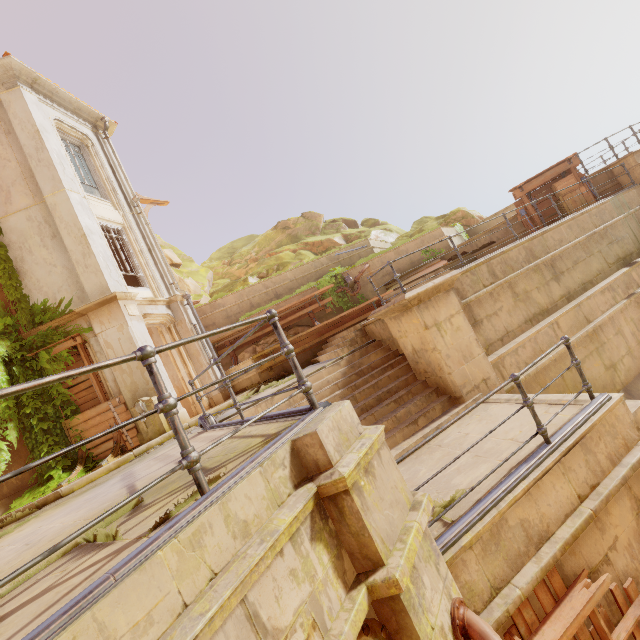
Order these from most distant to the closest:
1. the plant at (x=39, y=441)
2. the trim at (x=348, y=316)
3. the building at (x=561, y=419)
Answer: the trim at (x=348, y=316) < the plant at (x=39, y=441) < the building at (x=561, y=419)

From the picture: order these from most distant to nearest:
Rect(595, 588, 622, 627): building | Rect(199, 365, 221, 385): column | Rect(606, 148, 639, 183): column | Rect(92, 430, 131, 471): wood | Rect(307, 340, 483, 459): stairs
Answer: Rect(199, 365, 221, 385): column
Rect(606, 148, 639, 183): column
Rect(92, 430, 131, 471): wood
Rect(307, 340, 483, 459): stairs
Rect(595, 588, 622, 627): building

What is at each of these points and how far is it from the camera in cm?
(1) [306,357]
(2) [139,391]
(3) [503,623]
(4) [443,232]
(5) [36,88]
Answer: (1) building, 1220
(2) column, 962
(3) building, 309
(4) building, 1605
(5) trim, 1112

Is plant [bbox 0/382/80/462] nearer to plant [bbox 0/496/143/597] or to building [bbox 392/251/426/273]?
building [bbox 392/251/426/273]

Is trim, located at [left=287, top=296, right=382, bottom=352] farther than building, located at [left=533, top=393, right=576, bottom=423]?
Yes

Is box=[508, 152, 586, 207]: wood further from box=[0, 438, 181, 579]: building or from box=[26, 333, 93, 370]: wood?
box=[26, 333, 93, 370]: wood

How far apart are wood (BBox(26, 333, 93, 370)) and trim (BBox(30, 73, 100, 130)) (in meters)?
8.50

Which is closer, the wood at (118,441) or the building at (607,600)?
the building at (607,600)
